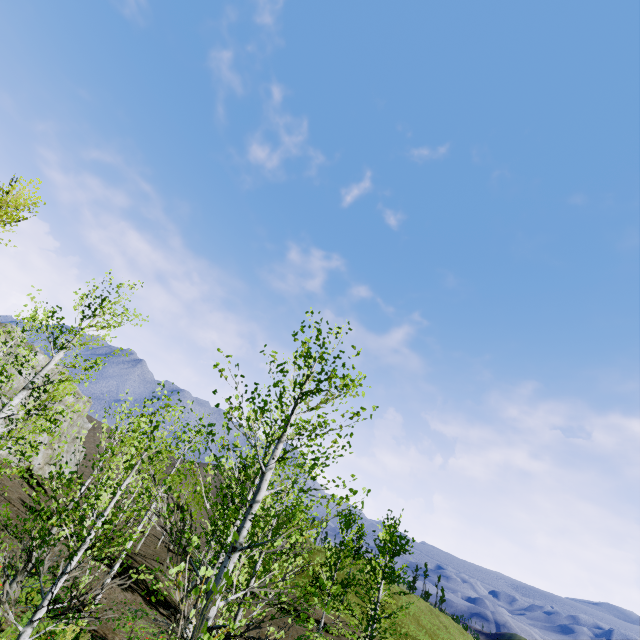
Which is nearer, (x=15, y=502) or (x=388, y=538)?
(x=388, y=538)
